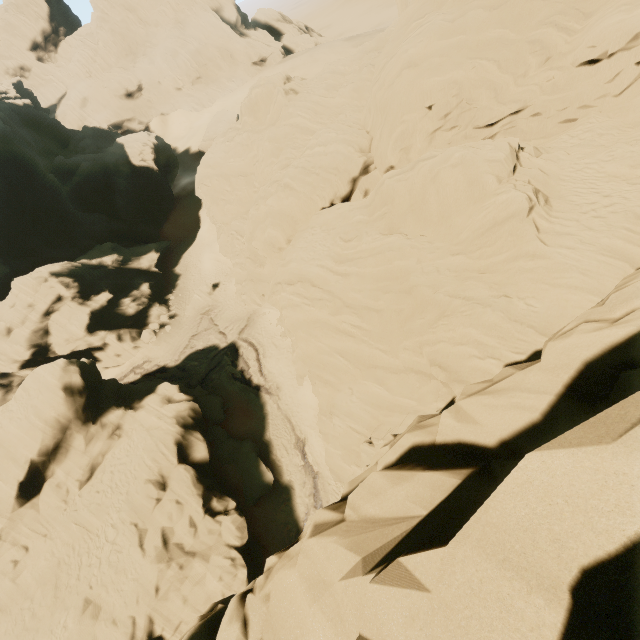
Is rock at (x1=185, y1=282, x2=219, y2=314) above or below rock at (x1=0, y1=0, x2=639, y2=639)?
below

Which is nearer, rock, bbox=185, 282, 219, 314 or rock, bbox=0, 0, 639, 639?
rock, bbox=0, 0, 639, 639

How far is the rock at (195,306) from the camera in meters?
39.9

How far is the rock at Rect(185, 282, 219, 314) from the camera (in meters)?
39.88

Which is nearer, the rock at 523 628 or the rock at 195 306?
the rock at 523 628

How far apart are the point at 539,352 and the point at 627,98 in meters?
14.6 m
